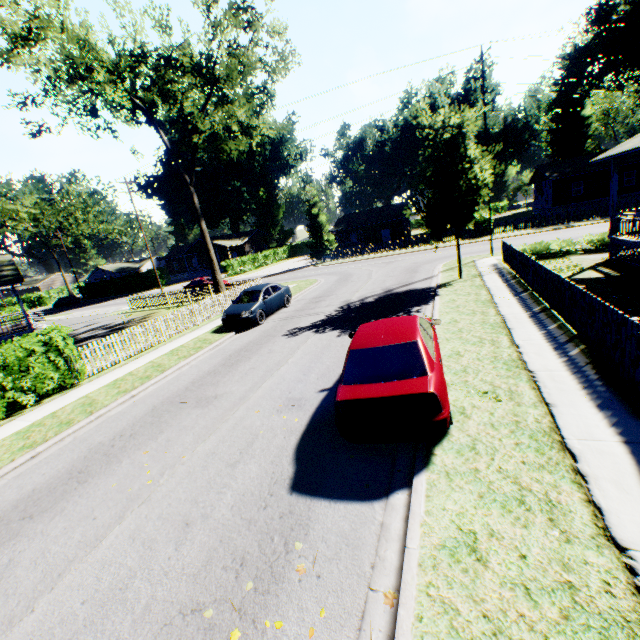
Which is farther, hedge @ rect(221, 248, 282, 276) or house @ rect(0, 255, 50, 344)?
hedge @ rect(221, 248, 282, 276)

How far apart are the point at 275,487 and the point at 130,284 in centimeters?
5724cm

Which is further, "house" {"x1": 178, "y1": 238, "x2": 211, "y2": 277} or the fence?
"house" {"x1": 178, "y1": 238, "x2": 211, "y2": 277}

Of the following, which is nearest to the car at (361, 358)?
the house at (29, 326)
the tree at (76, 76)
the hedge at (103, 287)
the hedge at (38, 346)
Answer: the hedge at (38, 346)

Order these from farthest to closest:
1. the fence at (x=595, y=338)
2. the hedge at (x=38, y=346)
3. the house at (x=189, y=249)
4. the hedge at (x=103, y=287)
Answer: the house at (x=189, y=249), the hedge at (x=103, y=287), the hedge at (x=38, y=346), the fence at (x=595, y=338)

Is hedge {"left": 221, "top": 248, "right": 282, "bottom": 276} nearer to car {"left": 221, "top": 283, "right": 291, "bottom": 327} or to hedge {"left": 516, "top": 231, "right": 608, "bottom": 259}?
car {"left": 221, "top": 283, "right": 291, "bottom": 327}

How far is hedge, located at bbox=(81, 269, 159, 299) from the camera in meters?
51.3

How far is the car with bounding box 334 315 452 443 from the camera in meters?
4.9
